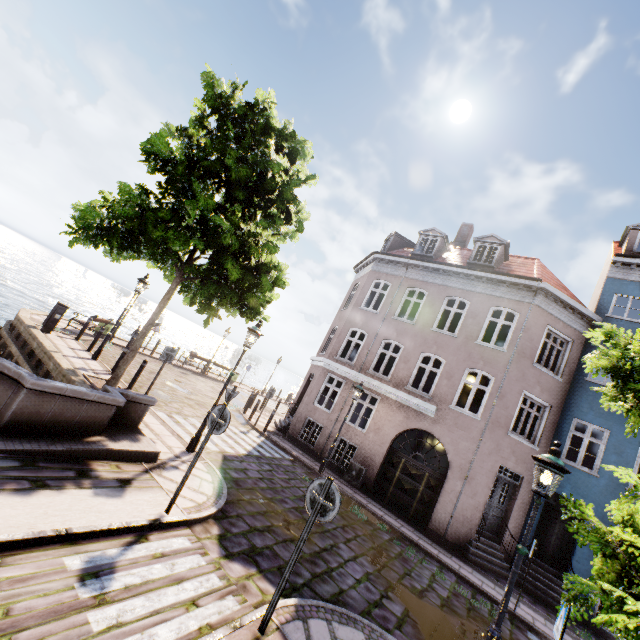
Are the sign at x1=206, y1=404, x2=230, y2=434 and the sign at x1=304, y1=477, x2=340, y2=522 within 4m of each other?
yes

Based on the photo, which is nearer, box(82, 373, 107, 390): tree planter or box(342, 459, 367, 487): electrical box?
box(82, 373, 107, 390): tree planter

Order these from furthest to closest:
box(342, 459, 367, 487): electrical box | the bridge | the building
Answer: box(342, 459, 367, 487): electrical box → the building → the bridge

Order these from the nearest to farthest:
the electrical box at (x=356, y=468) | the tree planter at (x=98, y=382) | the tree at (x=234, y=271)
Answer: the tree at (x=234, y=271) < the tree planter at (x=98, y=382) < the electrical box at (x=356, y=468)

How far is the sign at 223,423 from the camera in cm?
559

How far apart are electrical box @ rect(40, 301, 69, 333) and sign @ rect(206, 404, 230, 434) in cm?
1115

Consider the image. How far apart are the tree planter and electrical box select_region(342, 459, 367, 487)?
8.6 meters

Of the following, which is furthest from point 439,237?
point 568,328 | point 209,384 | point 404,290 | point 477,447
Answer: point 209,384
